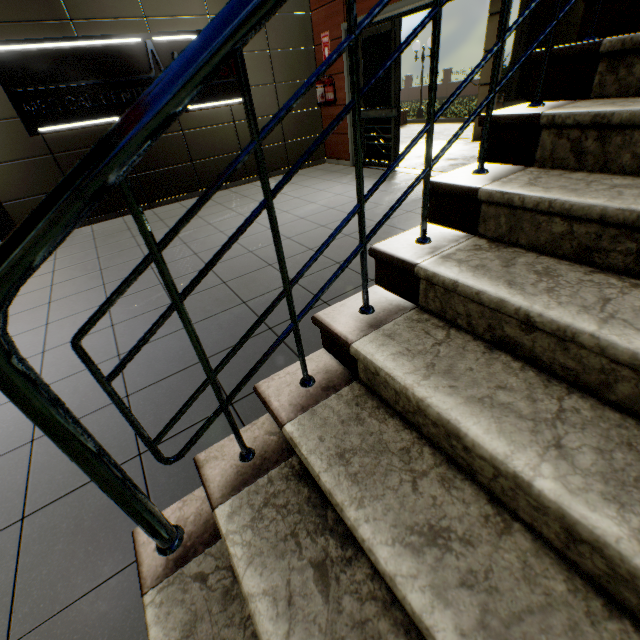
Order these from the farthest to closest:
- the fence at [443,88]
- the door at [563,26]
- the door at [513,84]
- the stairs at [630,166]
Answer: the fence at [443,88] < the door at [513,84] < the door at [563,26] < the stairs at [630,166]

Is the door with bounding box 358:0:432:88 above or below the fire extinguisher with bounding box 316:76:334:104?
above

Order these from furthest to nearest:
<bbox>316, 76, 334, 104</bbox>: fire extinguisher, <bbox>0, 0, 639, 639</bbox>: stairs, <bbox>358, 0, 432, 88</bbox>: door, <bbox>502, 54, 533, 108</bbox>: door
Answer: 1. <bbox>316, 76, 334, 104</bbox>: fire extinguisher
2. <bbox>358, 0, 432, 88</bbox>: door
3. <bbox>502, 54, 533, 108</bbox>: door
4. <bbox>0, 0, 639, 639</bbox>: stairs

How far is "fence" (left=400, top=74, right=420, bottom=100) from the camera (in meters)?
30.52

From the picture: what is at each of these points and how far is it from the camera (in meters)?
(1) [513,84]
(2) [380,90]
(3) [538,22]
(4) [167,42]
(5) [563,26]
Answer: (1) door, 4.06
(2) door, 5.79
(3) door, 3.65
(4) sign, 5.07
(5) door, 3.50

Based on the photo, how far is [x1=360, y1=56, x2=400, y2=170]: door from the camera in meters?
5.5

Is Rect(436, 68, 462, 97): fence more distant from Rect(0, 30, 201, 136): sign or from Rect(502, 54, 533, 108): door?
Rect(0, 30, 201, 136): sign

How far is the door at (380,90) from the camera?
5.5m
